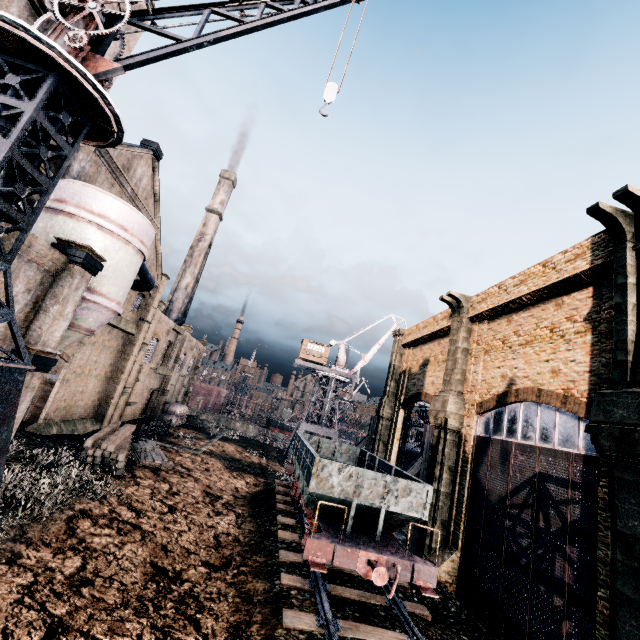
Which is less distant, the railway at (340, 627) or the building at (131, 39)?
the railway at (340, 627)

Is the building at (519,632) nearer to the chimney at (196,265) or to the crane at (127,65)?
the crane at (127,65)

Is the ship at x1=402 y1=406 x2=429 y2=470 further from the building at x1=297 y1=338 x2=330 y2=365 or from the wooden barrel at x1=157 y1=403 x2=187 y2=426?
the wooden barrel at x1=157 y1=403 x2=187 y2=426

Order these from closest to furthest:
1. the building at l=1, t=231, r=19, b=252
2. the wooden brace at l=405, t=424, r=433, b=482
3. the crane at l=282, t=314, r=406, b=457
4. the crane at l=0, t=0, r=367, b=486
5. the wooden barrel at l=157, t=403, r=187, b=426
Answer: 1. the crane at l=0, t=0, r=367, b=486
2. the building at l=1, t=231, r=19, b=252
3. the wooden brace at l=405, t=424, r=433, b=482
4. the wooden barrel at l=157, t=403, r=187, b=426
5. the crane at l=282, t=314, r=406, b=457

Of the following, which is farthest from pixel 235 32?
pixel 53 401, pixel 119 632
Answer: pixel 53 401

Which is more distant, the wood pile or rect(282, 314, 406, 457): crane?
rect(282, 314, 406, 457): crane

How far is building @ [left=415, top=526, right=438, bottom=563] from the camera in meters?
18.9 m

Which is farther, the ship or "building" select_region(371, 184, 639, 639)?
the ship
